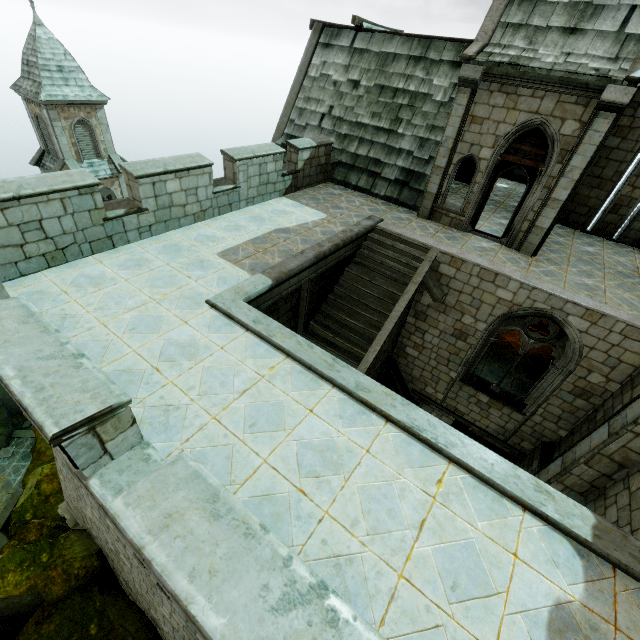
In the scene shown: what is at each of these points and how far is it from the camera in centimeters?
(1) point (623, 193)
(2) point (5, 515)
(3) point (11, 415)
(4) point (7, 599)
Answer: (1) building, 1241cm
(2) wall trim, 2558cm
(3) rock, 3184cm
(4) rock, 982cm

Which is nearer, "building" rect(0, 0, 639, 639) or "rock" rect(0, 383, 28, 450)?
"building" rect(0, 0, 639, 639)

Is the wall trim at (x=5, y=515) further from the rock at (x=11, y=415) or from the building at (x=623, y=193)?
the building at (x=623, y=193)

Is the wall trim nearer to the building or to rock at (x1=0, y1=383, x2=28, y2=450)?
rock at (x1=0, y1=383, x2=28, y2=450)

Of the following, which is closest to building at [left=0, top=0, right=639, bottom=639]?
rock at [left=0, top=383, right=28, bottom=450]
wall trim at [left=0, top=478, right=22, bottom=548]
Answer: rock at [left=0, top=383, right=28, bottom=450]
